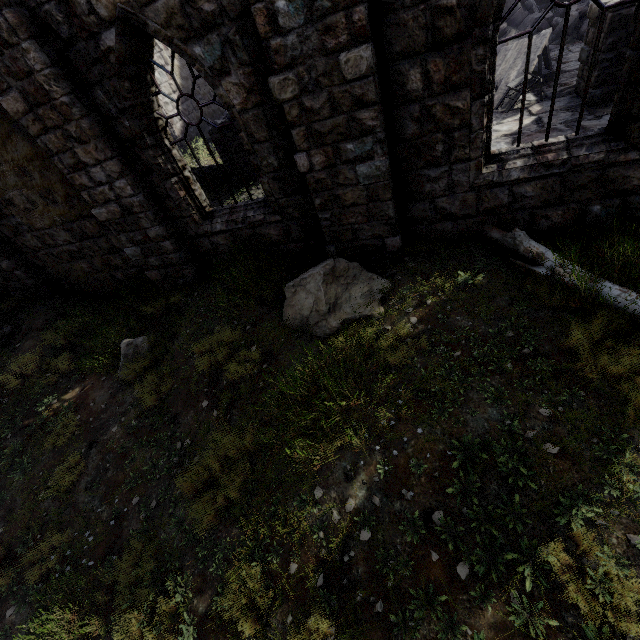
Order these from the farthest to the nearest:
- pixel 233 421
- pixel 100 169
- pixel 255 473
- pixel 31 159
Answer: pixel 31 159
pixel 100 169
pixel 233 421
pixel 255 473

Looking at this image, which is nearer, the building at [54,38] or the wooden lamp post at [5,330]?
the building at [54,38]

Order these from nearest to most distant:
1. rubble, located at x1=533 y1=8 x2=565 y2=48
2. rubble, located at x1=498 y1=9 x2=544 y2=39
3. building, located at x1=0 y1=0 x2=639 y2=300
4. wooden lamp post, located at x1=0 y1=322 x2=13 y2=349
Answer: building, located at x1=0 y1=0 x2=639 y2=300 → wooden lamp post, located at x1=0 y1=322 x2=13 y2=349 → rubble, located at x1=533 y1=8 x2=565 y2=48 → rubble, located at x1=498 y1=9 x2=544 y2=39

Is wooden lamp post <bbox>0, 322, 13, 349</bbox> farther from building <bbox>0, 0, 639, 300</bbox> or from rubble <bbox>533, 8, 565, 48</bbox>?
rubble <bbox>533, 8, 565, 48</bbox>

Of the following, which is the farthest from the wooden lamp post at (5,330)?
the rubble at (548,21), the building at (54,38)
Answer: the rubble at (548,21)

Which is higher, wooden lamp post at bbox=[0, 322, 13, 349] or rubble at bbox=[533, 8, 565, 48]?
rubble at bbox=[533, 8, 565, 48]

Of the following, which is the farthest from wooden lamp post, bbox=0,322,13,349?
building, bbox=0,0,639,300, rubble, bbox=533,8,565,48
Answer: rubble, bbox=533,8,565,48
